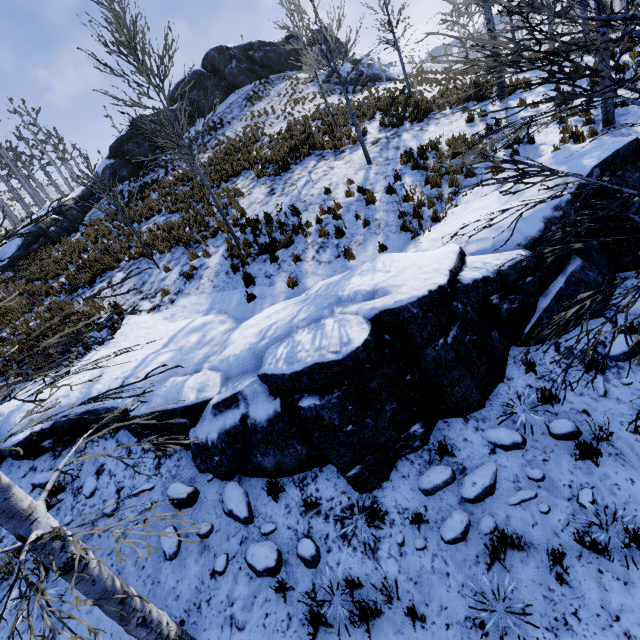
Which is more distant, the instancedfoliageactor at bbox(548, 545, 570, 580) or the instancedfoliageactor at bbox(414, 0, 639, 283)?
the instancedfoliageactor at bbox(548, 545, 570, 580)

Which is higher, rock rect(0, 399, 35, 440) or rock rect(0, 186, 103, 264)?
rock rect(0, 186, 103, 264)

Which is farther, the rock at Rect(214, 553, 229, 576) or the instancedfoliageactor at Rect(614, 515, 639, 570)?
the rock at Rect(214, 553, 229, 576)

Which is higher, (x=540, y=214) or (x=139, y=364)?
(x=139, y=364)

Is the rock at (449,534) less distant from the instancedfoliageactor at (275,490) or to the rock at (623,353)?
the rock at (623,353)

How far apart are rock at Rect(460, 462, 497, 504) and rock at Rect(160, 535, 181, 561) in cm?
418

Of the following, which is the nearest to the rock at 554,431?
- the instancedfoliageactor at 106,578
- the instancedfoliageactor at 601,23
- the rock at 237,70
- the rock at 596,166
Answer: the rock at 596,166

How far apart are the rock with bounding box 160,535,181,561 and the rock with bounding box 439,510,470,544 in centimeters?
380cm
